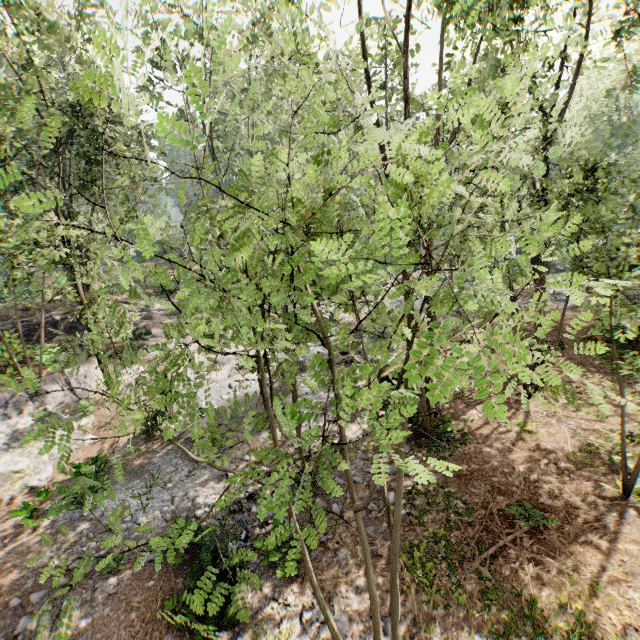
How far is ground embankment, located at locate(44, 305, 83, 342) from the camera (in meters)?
24.59

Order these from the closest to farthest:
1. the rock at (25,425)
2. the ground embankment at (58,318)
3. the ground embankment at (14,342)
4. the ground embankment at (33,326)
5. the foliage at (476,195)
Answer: the foliage at (476,195), the rock at (25,425), the ground embankment at (14,342), the ground embankment at (33,326), the ground embankment at (58,318)

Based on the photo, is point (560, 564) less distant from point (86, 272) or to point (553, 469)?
point (553, 469)

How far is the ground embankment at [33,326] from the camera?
23.66m

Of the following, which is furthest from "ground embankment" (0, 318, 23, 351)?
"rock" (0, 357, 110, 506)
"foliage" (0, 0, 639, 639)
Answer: "rock" (0, 357, 110, 506)
